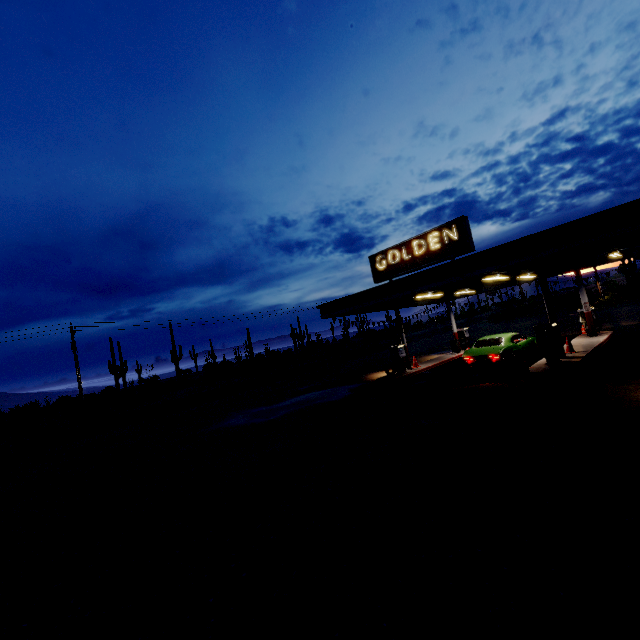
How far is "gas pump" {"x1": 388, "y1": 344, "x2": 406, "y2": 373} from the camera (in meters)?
17.58

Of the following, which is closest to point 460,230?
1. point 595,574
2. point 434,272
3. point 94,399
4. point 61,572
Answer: point 434,272

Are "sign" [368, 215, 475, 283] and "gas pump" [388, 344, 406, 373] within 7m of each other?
yes

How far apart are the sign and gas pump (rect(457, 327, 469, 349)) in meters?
9.4 m

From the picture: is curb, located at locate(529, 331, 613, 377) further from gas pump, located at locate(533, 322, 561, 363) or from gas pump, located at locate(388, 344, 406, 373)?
gas pump, located at locate(388, 344, 406, 373)

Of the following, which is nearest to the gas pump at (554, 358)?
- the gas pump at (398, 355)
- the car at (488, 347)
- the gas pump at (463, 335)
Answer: the car at (488, 347)

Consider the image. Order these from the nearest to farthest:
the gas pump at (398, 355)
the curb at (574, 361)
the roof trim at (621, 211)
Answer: the roof trim at (621, 211), the curb at (574, 361), the gas pump at (398, 355)

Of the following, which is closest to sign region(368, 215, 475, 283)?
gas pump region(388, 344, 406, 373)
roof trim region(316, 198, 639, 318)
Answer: roof trim region(316, 198, 639, 318)
